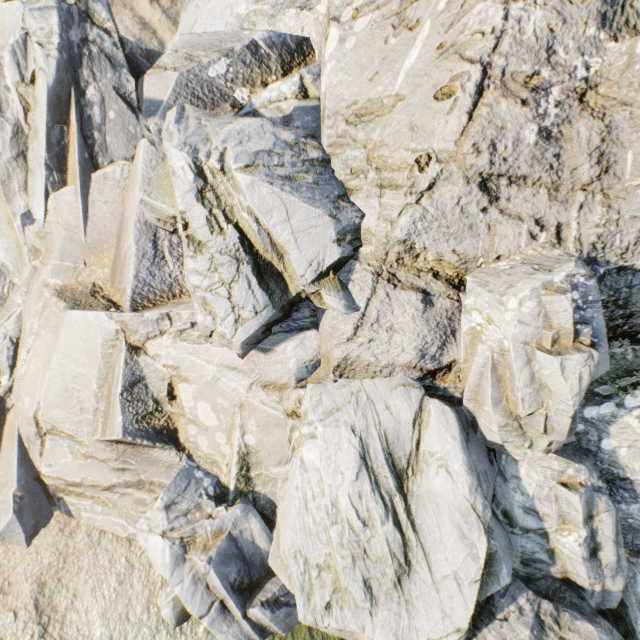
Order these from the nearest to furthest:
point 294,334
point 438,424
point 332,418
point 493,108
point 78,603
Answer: point 493,108, point 438,424, point 332,418, point 294,334, point 78,603
